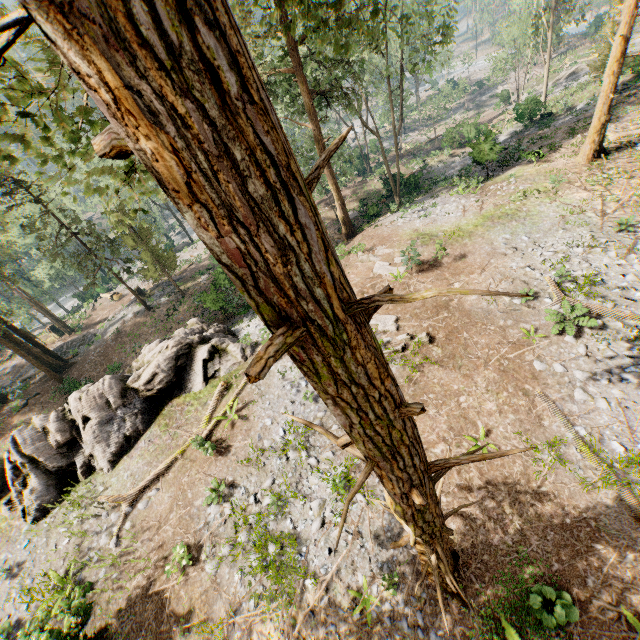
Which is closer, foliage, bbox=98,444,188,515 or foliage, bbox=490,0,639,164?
foliage, bbox=98,444,188,515

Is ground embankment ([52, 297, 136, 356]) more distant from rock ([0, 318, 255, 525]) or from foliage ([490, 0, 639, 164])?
rock ([0, 318, 255, 525])

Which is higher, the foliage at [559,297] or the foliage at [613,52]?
the foliage at [613,52]

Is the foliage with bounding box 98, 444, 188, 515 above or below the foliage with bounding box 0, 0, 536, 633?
below

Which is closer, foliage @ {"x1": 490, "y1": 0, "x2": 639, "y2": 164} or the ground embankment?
foliage @ {"x1": 490, "y1": 0, "x2": 639, "y2": 164}

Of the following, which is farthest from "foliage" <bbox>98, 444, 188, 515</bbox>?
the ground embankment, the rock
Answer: the rock

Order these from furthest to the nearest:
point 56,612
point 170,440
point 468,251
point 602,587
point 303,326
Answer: point 468,251 < point 170,440 < point 56,612 < point 602,587 < point 303,326
